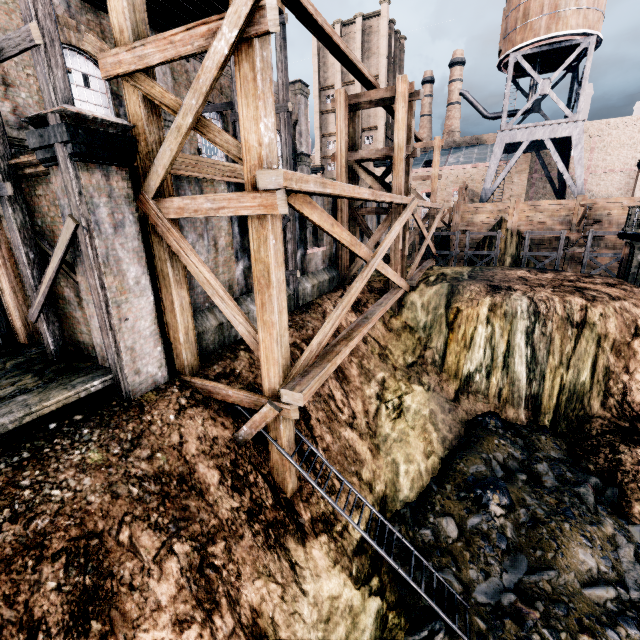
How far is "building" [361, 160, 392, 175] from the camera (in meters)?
48.75

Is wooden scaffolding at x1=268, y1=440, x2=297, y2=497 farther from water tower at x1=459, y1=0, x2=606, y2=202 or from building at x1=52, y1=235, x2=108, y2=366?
Answer: water tower at x1=459, y1=0, x2=606, y2=202

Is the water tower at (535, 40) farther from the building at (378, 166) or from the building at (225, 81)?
the building at (225, 81)

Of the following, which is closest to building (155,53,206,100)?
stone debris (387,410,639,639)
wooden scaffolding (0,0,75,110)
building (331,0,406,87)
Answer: wooden scaffolding (0,0,75,110)

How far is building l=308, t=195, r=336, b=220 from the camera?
17.0 meters

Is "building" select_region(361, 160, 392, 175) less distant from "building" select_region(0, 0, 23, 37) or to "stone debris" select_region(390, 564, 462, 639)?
"building" select_region(0, 0, 23, 37)

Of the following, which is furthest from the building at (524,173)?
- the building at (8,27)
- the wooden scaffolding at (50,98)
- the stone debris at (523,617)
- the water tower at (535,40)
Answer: the stone debris at (523,617)

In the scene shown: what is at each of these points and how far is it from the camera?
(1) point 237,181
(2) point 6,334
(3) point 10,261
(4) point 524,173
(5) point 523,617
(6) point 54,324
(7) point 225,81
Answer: (1) building, 11.3m
(2) wooden scaffolding, 10.4m
(3) building, 9.7m
(4) building, 41.8m
(5) stone debris, 8.8m
(6) wooden scaffolding, 8.9m
(7) building, 16.7m
